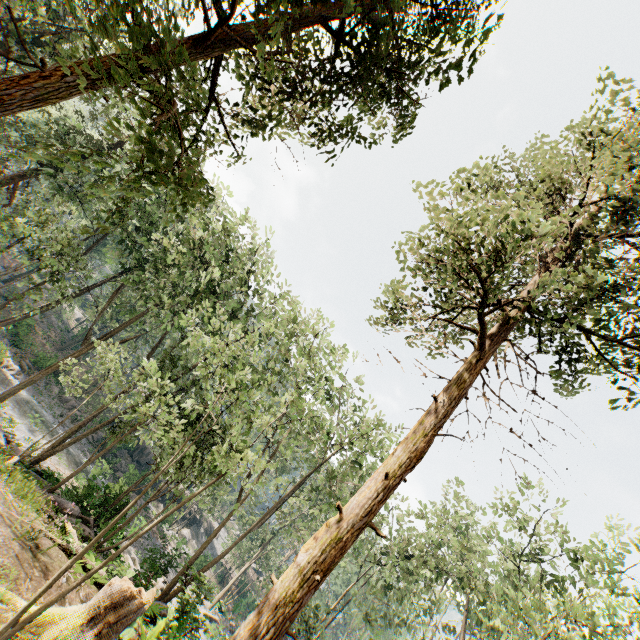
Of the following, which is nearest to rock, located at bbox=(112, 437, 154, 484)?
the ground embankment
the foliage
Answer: the foliage

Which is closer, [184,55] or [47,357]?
[184,55]

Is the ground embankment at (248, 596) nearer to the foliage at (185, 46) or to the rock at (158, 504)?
the foliage at (185, 46)

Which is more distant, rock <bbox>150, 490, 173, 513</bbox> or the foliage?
rock <bbox>150, 490, 173, 513</bbox>

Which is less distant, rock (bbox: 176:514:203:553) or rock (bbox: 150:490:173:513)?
rock (bbox: 150:490:173:513)

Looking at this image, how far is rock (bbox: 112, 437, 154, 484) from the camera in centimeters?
3453cm
